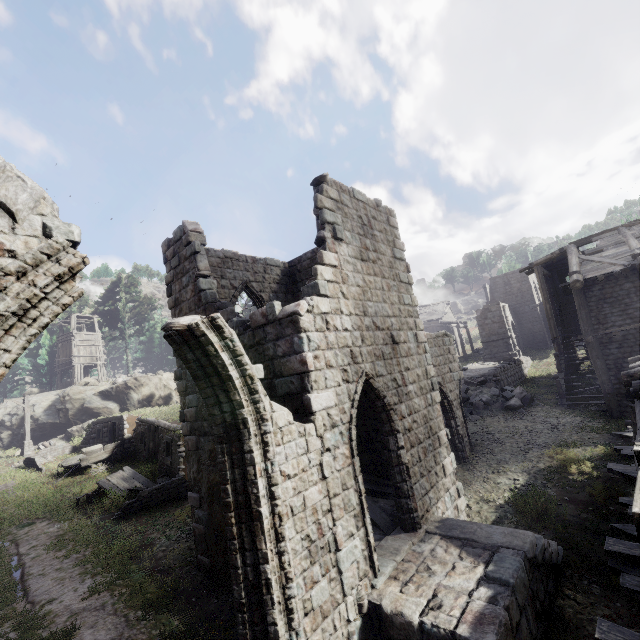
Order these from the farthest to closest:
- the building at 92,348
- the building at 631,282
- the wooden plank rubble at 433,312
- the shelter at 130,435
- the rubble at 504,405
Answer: the wooden plank rubble at 433,312, the building at 92,348, the rubble at 504,405, the shelter at 130,435, the building at 631,282

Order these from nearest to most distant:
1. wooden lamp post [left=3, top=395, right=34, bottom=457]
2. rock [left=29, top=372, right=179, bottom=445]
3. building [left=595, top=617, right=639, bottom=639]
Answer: building [left=595, top=617, right=639, bottom=639] < wooden lamp post [left=3, top=395, right=34, bottom=457] < rock [left=29, top=372, right=179, bottom=445]

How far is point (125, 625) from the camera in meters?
7.5 m

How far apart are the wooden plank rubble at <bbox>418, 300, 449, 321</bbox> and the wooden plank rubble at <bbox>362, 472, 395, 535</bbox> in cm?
3803

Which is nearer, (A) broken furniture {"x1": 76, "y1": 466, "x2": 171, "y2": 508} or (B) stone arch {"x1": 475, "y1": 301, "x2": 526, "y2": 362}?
(A) broken furniture {"x1": 76, "y1": 466, "x2": 171, "y2": 508}

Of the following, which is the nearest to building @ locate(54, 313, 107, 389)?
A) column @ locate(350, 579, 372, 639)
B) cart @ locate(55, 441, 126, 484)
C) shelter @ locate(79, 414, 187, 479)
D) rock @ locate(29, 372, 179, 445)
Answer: rock @ locate(29, 372, 179, 445)

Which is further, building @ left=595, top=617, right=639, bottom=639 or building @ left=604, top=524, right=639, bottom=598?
building @ left=604, top=524, right=639, bottom=598

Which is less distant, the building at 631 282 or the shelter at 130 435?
the building at 631 282
